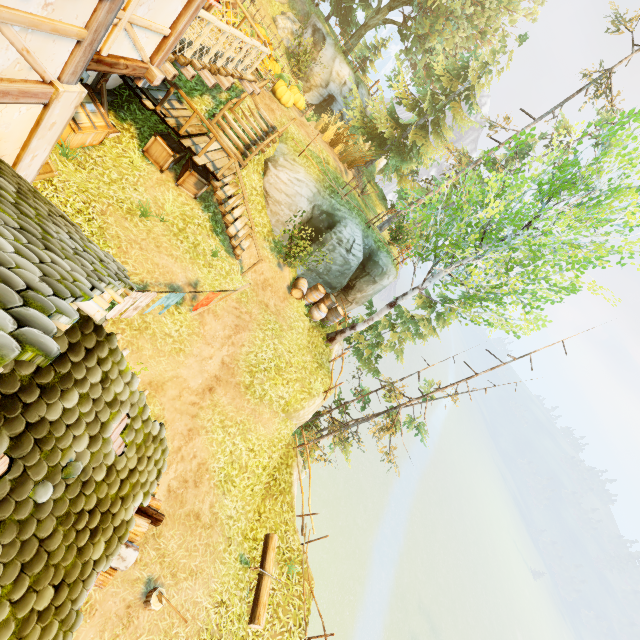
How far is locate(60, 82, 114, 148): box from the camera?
8.0m

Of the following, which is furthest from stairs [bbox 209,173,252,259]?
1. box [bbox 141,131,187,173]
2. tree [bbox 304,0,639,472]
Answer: tree [bbox 304,0,639,472]

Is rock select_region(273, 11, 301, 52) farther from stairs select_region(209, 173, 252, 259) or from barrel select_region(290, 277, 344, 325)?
barrel select_region(290, 277, 344, 325)

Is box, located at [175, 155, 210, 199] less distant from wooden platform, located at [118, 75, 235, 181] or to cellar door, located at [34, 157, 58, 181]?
wooden platform, located at [118, 75, 235, 181]

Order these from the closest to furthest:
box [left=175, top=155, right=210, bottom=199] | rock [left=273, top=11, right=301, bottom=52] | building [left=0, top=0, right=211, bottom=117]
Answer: building [left=0, top=0, right=211, bottom=117], box [left=175, top=155, right=210, bottom=199], rock [left=273, top=11, right=301, bottom=52]

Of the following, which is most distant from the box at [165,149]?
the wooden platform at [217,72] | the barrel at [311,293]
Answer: the barrel at [311,293]

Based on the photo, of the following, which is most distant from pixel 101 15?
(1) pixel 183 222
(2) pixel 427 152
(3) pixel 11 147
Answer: (2) pixel 427 152

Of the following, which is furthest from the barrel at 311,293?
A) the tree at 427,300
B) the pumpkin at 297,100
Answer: the pumpkin at 297,100
